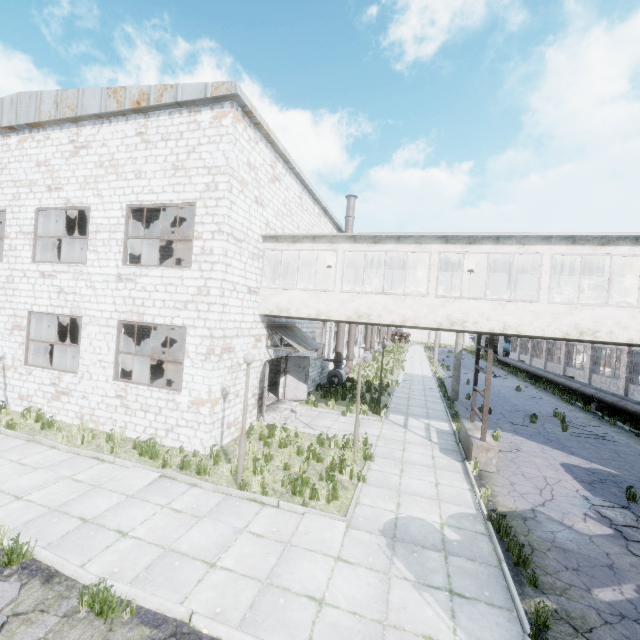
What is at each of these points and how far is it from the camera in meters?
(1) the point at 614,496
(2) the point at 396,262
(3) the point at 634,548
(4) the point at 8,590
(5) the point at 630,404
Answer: (1) asphalt debris, 9.3
(2) building, 14.4
(3) asphalt debris, 7.0
(4) asphalt debris, 4.8
(5) pipe, 17.1

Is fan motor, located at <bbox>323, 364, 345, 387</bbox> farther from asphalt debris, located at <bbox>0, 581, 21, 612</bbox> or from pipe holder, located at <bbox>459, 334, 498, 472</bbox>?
asphalt debris, located at <bbox>0, 581, 21, 612</bbox>

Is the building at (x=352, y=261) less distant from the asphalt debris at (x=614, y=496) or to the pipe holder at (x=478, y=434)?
the pipe holder at (x=478, y=434)

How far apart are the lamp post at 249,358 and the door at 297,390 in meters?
7.2

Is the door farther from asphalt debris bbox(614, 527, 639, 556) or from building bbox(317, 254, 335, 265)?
asphalt debris bbox(614, 527, 639, 556)

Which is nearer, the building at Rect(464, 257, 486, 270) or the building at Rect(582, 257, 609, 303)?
the building at Rect(582, 257, 609, 303)

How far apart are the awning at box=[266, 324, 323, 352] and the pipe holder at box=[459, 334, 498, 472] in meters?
6.6

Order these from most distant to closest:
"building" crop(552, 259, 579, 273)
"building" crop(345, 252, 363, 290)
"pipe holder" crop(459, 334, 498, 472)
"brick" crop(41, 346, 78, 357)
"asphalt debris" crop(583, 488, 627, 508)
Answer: "brick" crop(41, 346, 78, 357)
"building" crop(345, 252, 363, 290)
"building" crop(552, 259, 579, 273)
"pipe holder" crop(459, 334, 498, 472)
"asphalt debris" crop(583, 488, 627, 508)
